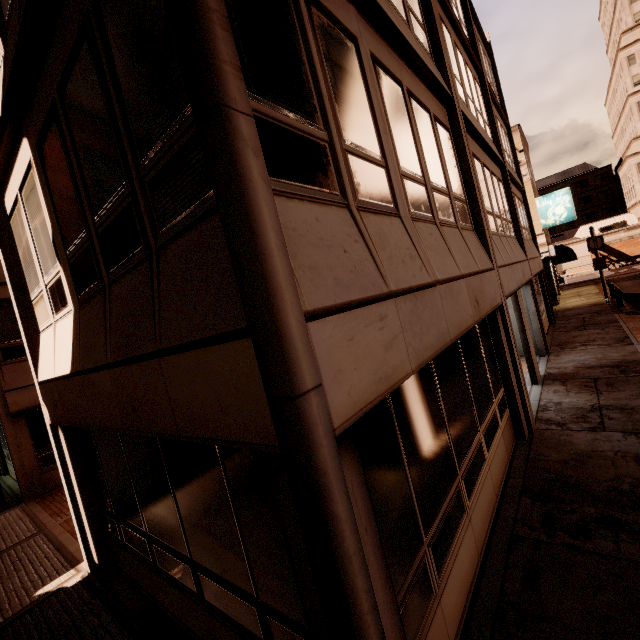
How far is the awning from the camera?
22.70m

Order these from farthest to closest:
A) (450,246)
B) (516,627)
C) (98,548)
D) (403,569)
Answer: (98,548)
(450,246)
(516,627)
(403,569)

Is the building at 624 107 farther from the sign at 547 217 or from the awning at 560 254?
the sign at 547 217

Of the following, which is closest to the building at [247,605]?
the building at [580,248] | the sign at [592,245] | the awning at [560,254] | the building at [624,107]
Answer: the awning at [560,254]

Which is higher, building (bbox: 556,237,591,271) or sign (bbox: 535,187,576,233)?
sign (bbox: 535,187,576,233)

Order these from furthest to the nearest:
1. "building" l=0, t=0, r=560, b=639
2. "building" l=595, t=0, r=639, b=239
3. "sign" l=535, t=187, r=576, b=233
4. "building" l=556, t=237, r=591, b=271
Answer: "building" l=556, t=237, r=591, b=271
"building" l=595, t=0, r=639, b=239
"sign" l=535, t=187, r=576, b=233
"building" l=0, t=0, r=560, b=639

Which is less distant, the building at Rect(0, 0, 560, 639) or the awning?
the building at Rect(0, 0, 560, 639)

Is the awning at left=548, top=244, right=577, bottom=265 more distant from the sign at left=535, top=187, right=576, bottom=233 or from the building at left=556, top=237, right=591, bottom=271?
the building at left=556, top=237, right=591, bottom=271
